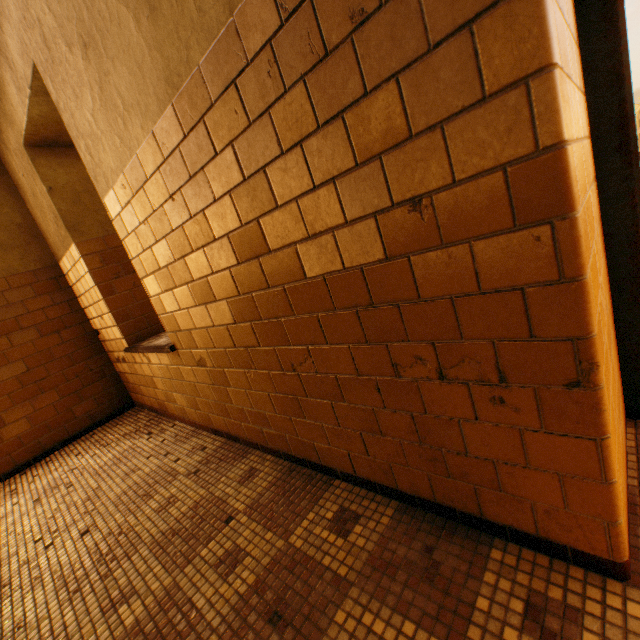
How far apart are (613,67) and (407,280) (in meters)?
1.06
